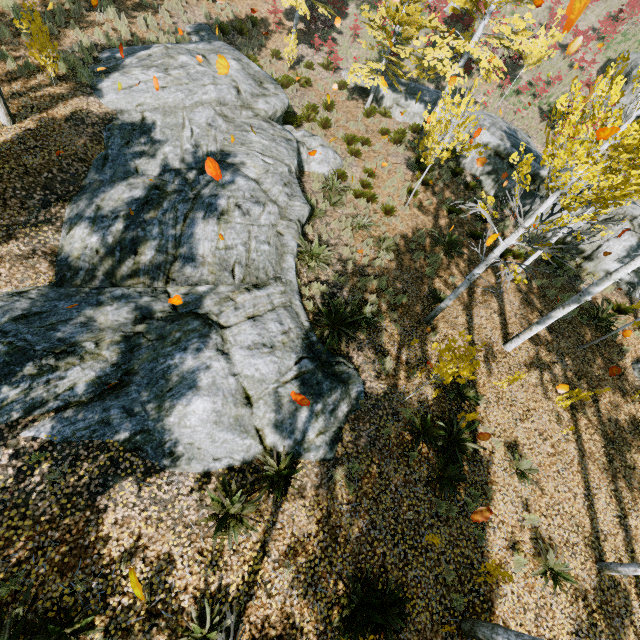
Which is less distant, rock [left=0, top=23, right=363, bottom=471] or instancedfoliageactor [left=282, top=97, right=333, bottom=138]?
rock [left=0, top=23, right=363, bottom=471]

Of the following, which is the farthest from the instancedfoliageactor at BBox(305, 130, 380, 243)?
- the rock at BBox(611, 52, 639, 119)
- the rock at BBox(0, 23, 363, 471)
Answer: the rock at BBox(611, 52, 639, 119)

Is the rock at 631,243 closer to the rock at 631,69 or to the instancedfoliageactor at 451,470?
the instancedfoliageactor at 451,470

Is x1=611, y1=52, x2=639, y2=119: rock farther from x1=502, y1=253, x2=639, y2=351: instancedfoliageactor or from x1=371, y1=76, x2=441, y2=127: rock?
x1=371, y1=76, x2=441, y2=127: rock

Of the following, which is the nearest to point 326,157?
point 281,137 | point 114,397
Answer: point 281,137

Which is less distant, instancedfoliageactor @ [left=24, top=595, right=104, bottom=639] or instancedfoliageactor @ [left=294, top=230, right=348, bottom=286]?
instancedfoliageactor @ [left=24, top=595, right=104, bottom=639]

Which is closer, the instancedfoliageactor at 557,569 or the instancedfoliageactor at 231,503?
the instancedfoliageactor at 231,503
